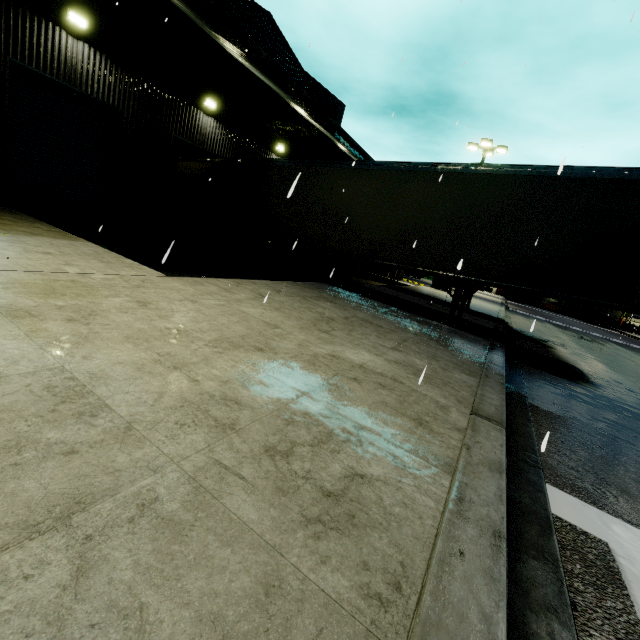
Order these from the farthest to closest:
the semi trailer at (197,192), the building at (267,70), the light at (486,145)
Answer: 1. the light at (486,145)
2. the building at (267,70)
3. the semi trailer at (197,192)

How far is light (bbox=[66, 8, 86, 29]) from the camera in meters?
9.3 m

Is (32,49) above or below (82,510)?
above

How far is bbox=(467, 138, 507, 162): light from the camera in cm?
2014

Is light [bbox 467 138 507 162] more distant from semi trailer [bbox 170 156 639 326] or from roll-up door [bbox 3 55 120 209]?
roll-up door [bbox 3 55 120 209]

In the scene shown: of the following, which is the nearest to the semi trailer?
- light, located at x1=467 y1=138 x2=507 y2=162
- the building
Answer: the building

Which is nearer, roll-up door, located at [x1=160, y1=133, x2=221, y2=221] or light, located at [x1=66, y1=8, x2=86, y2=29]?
light, located at [x1=66, y1=8, x2=86, y2=29]

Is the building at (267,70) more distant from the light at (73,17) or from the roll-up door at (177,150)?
the light at (73,17)
